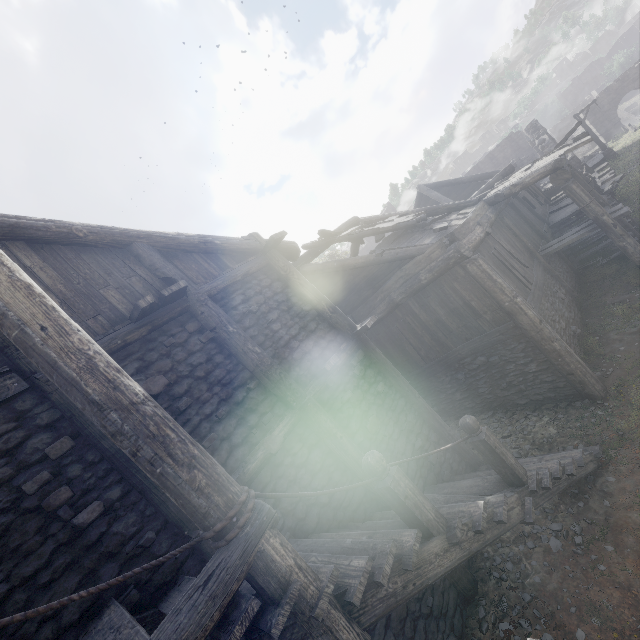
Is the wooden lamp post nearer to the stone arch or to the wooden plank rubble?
the stone arch

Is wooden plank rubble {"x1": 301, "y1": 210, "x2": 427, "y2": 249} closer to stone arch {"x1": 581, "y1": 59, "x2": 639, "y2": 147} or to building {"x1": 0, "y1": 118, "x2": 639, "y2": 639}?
building {"x1": 0, "y1": 118, "x2": 639, "y2": 639}

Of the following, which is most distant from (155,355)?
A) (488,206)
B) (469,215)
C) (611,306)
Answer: (611,306)

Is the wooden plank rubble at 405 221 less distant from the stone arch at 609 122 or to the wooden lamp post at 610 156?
the wooden lamp post at 610 156

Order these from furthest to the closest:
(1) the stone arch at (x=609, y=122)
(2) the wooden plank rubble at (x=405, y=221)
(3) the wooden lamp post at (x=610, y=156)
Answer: (1) the stone arch at (x=609, y=122), (3) the wooden lamp post at (x=610, y=156), (2) the wooden plank rubble at (x=405, y=221)

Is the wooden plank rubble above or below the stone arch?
above

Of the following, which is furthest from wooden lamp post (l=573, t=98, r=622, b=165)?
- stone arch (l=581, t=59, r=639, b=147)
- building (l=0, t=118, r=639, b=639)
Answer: stone arch (l=581, t=59, r=639, b=147)

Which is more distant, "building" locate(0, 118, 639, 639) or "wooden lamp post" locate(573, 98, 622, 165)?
"wooden lamp post" locate(573, 98, 622, 165)
